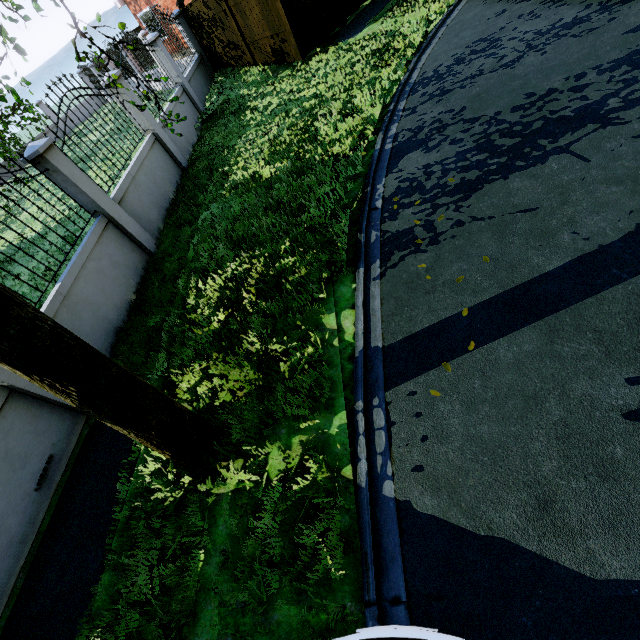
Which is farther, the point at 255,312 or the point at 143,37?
the point at 143,37

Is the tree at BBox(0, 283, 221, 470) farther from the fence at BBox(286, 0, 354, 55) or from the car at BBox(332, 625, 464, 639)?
the car at BBox(332, 625, 464, 639)

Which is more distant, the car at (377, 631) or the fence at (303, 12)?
the fence at (303, 12)

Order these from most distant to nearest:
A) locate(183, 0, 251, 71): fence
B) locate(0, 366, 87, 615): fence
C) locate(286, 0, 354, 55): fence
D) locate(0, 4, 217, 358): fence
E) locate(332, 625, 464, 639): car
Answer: locate(183, 0, 251, 71): fence < locate(286, 0, 354, 55): fence < locate(0, 4, 217, 358): fence < locate(0, 366, 87, 615): fence < locate(332, 625, 464, 639): car

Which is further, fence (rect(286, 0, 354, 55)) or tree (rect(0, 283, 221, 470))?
fence (rect(286, 0, 354, 55))

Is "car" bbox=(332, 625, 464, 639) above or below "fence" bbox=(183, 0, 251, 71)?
below

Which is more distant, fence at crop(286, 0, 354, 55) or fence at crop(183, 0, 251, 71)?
fence at crop(183, 0, 251, 71)
